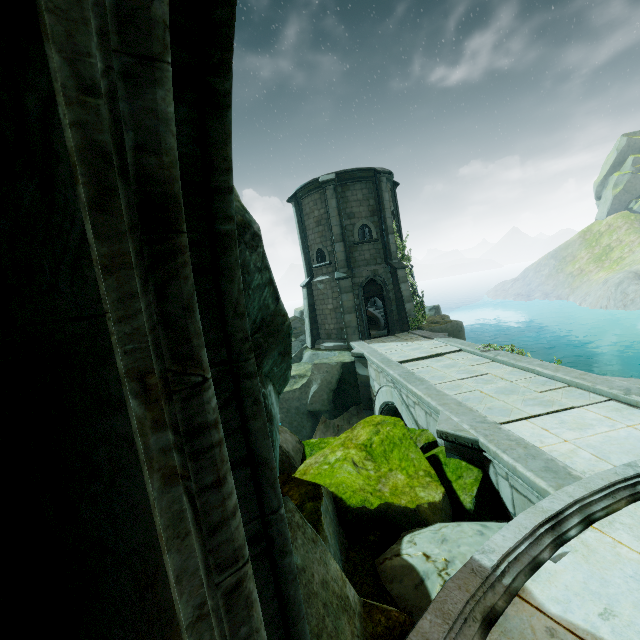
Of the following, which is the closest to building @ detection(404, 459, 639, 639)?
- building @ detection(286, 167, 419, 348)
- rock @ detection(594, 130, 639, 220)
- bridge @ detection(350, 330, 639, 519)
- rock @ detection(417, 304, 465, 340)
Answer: bridge @ detection(350, 330, 639, 519)

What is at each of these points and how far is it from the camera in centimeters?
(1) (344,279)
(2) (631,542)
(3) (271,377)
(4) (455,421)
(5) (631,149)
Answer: (1) building, 1866cm
(2) building, 365cm
(3) rock, 317cm
(4) bridge, 693cm
(5) rock, 5562cm

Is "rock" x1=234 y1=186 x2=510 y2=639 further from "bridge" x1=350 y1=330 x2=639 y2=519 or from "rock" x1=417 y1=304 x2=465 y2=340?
"rock" x1=417 y1=304 x2=465 y2=340

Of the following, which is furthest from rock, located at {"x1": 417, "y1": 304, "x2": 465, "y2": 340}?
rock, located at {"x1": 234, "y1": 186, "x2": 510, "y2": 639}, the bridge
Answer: rock, located at {"x1": 234, "y1": 186, "x2": 510, "y2": 639}

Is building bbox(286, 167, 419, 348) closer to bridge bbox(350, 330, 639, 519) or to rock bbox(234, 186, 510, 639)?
bridge bbox(350, 330, 639, 519)

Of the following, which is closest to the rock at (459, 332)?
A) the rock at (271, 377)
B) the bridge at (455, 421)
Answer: the bridge at (455, 421)

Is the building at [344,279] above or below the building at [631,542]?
above

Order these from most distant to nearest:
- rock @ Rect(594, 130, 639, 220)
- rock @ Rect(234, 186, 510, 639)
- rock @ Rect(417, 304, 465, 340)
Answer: rock @ Rect(594, 130, 639, 220) → rock @ Rect(417, 304, 465, 340) → rock @ Rect(234, 186, 510, 639)
